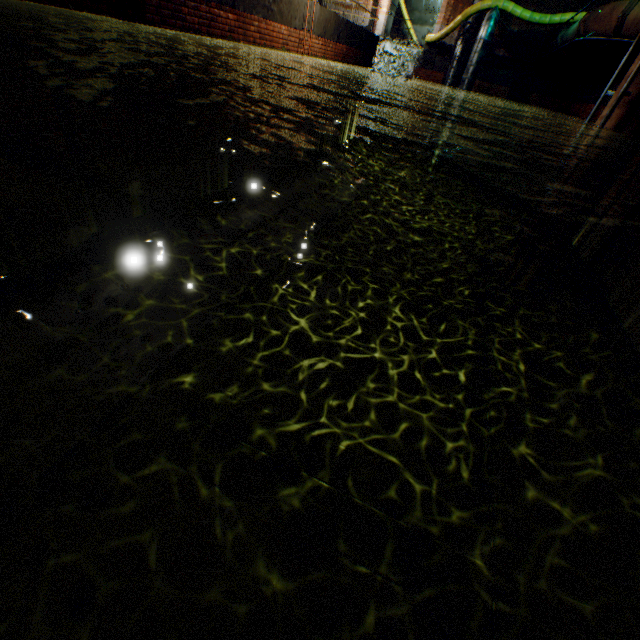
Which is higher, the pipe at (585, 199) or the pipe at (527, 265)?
the pipe at (585, 199)

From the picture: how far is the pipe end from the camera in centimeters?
801cm

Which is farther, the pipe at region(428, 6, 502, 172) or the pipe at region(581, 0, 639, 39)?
the pipe at region(428, 6, 502, 172)

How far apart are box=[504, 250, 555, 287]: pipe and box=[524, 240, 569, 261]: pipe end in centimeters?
6cm

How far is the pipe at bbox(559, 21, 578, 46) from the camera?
12.46m

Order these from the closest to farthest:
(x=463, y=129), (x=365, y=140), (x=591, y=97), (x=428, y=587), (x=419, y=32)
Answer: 1. (x=428, y=587)
2. (x=591, y=97)
3. (x=463, y=129)
4. (x=365, y=140)
5. (x=419, y=32)

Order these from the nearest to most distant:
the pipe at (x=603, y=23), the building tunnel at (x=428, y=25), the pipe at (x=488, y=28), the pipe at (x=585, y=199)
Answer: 1. the pipe at (x=585, y=199)
2. the pipe at (x=603, y=23)
3. the pipe at (x=488, y=28)
4. the building tunnel at (x=428, y=25)

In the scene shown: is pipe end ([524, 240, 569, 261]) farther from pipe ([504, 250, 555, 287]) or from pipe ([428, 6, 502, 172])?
pipe ([428, 6, 502, 172])
